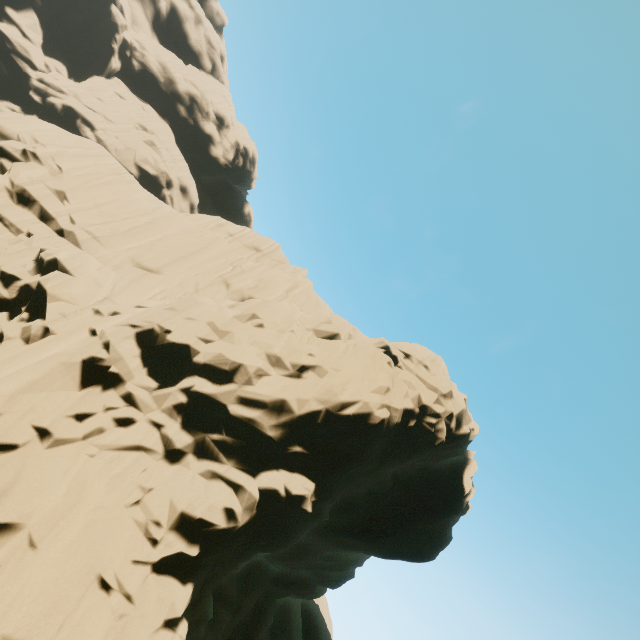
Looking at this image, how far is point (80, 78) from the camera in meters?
59.8 m
